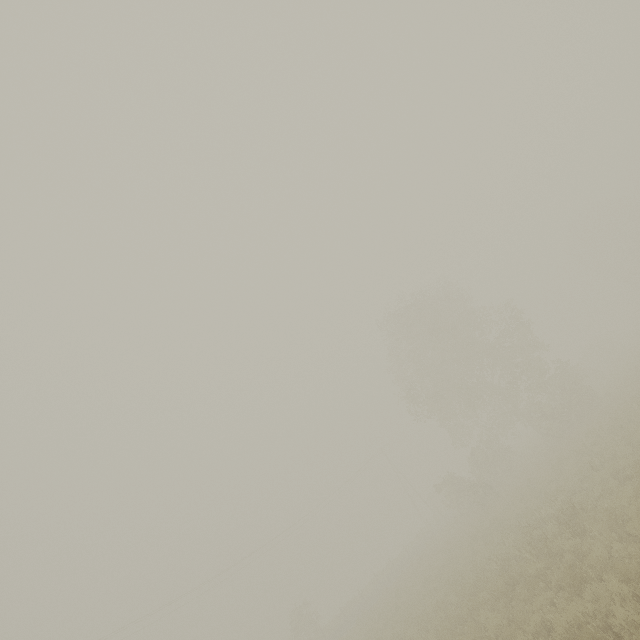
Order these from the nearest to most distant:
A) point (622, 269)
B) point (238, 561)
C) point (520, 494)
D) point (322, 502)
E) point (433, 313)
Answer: point (520, 494) → point (433, 313) → point (238, 561) → point (322, 502) → point (622, 269)

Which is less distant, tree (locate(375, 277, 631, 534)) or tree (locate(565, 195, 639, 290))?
tree (locate(375, 277, 631, 534))

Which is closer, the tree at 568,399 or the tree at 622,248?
the tree at 568,399

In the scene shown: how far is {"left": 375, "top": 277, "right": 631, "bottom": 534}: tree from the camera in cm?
2609

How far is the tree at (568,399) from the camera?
26.1 meters
